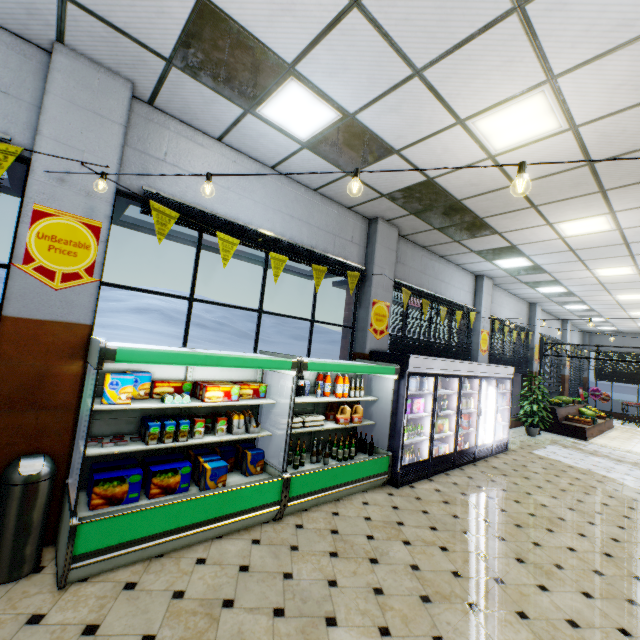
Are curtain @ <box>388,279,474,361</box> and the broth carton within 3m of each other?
no

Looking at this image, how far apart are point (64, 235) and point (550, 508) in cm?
789

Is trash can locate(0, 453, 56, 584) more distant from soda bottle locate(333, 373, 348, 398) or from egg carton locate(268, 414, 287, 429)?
soda bottle locate(333, 373, 348, 398)

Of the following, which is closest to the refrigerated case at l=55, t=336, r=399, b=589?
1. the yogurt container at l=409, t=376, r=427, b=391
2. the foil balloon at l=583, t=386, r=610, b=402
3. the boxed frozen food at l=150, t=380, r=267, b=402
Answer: the boxed frozen food at l=150, t=380, r=267, b=402

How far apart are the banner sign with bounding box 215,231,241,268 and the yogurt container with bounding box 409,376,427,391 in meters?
3.9

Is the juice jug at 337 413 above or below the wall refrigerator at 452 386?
below

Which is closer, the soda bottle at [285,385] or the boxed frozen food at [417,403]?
the soda bottle at [285,385]

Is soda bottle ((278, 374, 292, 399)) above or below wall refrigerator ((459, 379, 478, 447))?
above
